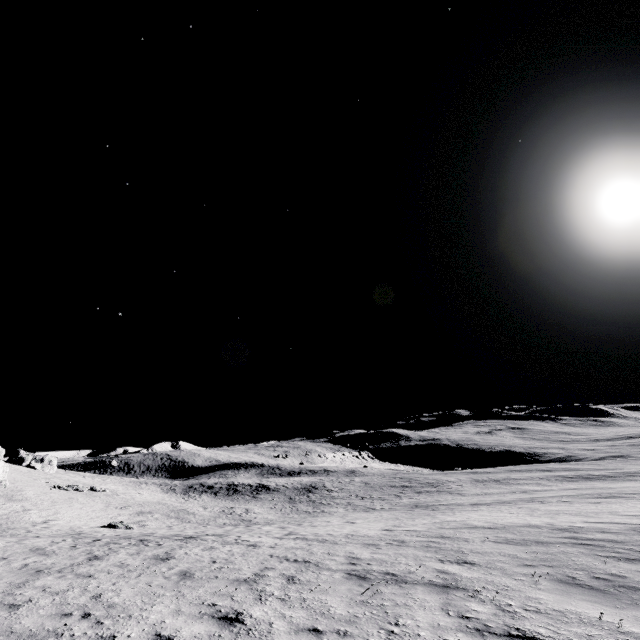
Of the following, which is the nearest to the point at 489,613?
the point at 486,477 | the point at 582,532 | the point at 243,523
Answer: the point at 582,532

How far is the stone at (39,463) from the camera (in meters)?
51.06

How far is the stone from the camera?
51.1 meters
